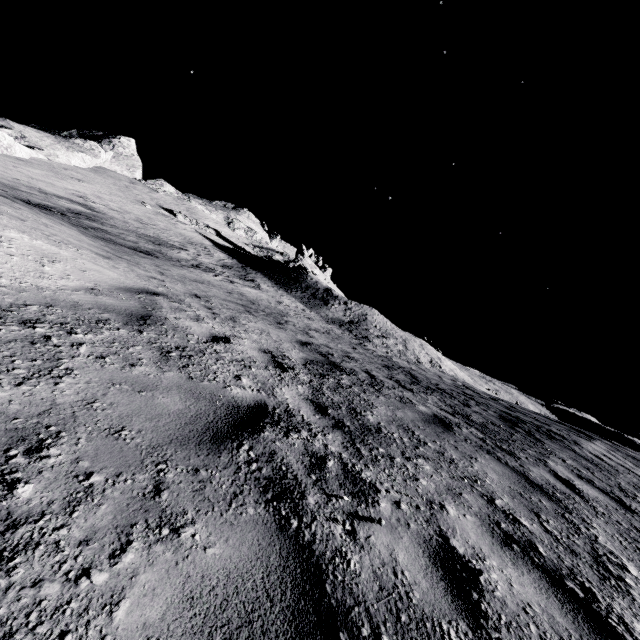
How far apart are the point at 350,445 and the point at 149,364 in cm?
223
